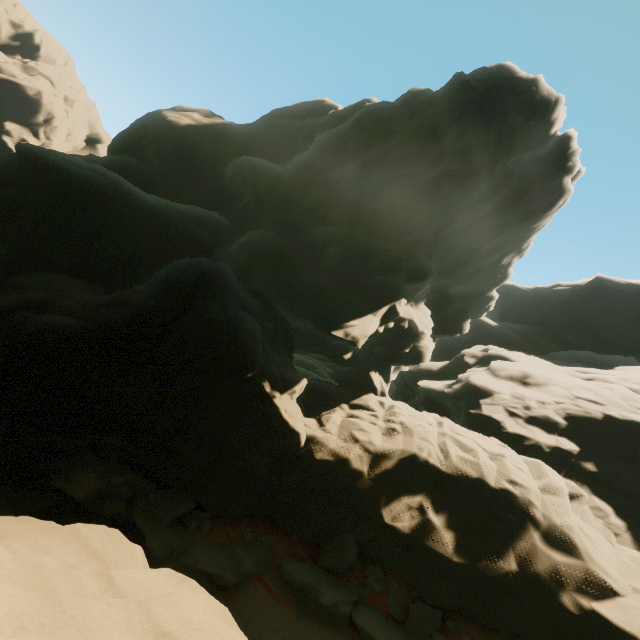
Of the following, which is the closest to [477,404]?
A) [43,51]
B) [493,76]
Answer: [493,76]

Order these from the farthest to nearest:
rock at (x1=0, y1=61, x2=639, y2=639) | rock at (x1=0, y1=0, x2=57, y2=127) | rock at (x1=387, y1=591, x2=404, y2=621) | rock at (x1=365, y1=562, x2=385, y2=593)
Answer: rock at (x1=0, y1=0, x2=57, y2=127) → rock at (x1=365, y1=562, x2=385, y2=593) → rock at (x1=387, y1=591, x2=404, y2=621) → rock at (x1=0, y1=61, x2=639, y2=639)

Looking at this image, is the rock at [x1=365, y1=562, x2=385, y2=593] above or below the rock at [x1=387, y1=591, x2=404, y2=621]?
above

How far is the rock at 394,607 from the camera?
11.3 meters

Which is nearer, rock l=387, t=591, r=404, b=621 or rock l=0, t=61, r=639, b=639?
rock l=0, t=61, r=639, b=639

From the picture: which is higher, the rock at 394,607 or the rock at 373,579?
the rock at 373,579
